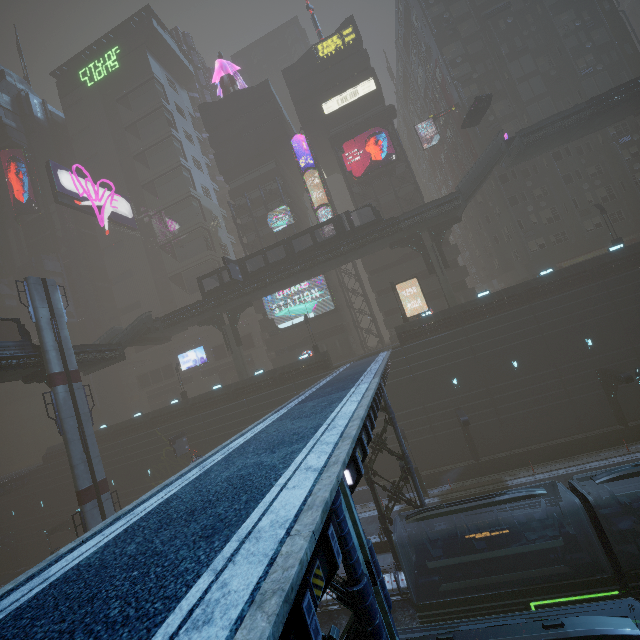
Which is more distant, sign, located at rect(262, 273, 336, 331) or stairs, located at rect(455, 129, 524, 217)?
sign, located at rect(262, 273, 336, 331)

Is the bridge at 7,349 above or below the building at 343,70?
below

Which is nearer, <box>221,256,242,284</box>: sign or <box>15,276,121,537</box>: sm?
<box>15,276,121,537</box>: sm

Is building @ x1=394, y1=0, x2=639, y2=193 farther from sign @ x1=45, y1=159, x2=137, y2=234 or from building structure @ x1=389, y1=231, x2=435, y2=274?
building structure @ x1=389, y1=231, x2=435, y2=274

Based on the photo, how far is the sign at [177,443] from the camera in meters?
34.7

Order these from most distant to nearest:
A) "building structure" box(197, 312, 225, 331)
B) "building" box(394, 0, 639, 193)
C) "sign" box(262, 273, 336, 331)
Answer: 1. "sign" box(262, 273, 336, 331)
2. "building structure" box(197, 312, 225, 331)
3. "building" box(394, 0, 639, 193)

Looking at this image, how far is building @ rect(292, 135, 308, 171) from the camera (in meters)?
46.66

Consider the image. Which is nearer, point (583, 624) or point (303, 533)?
point (303, 533)
